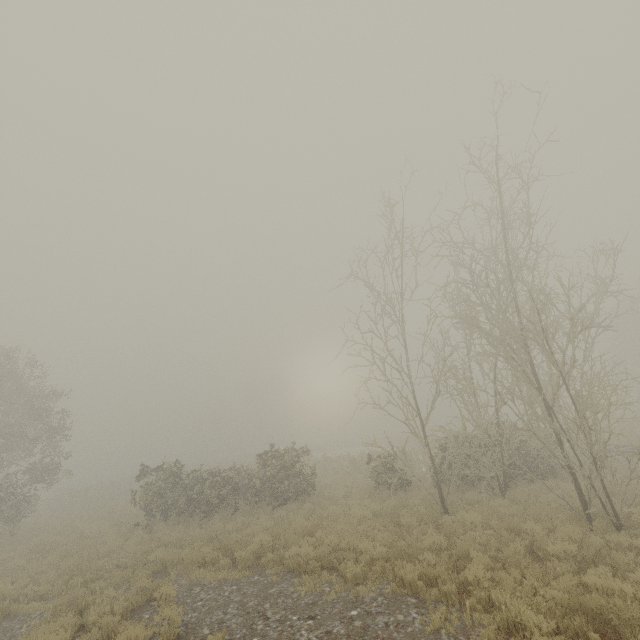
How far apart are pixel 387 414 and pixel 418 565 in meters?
7.4 m
